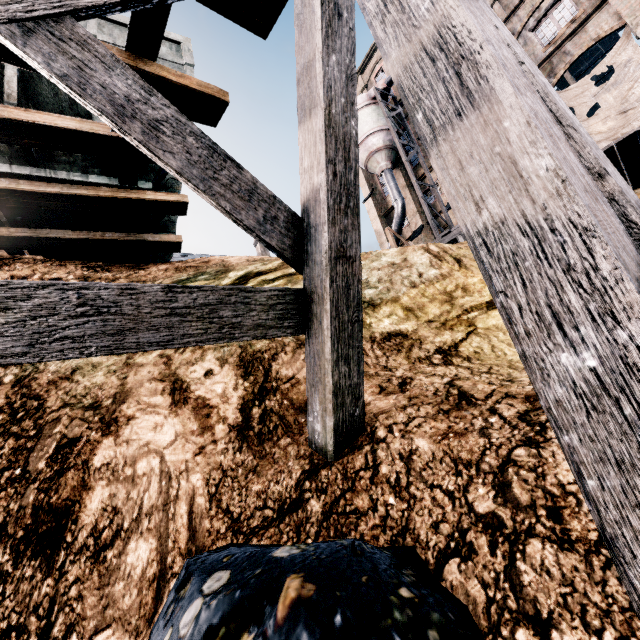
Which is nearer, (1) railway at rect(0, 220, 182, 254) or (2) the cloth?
(1) railway at rect(0, 220, 182, 254)

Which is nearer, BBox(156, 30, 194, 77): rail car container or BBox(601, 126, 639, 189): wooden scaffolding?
BBox(156, 30, 194, 77): rail car container

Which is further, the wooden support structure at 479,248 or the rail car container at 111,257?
the rail car container at 111,257

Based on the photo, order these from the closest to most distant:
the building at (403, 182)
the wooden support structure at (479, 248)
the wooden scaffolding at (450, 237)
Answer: the wooden support structure at (479, 248) < the wooden scaffolding at (450, 237) < the building at (403, 182)

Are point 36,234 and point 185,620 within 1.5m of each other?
no

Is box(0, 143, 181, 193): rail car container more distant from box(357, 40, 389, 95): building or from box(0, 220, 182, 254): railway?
box(357, 40, 389, 95): building

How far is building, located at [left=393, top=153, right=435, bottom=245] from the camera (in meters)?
31.28

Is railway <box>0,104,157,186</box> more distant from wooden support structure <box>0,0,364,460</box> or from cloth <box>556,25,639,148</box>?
cloth <box>556,25,639,148</box>
